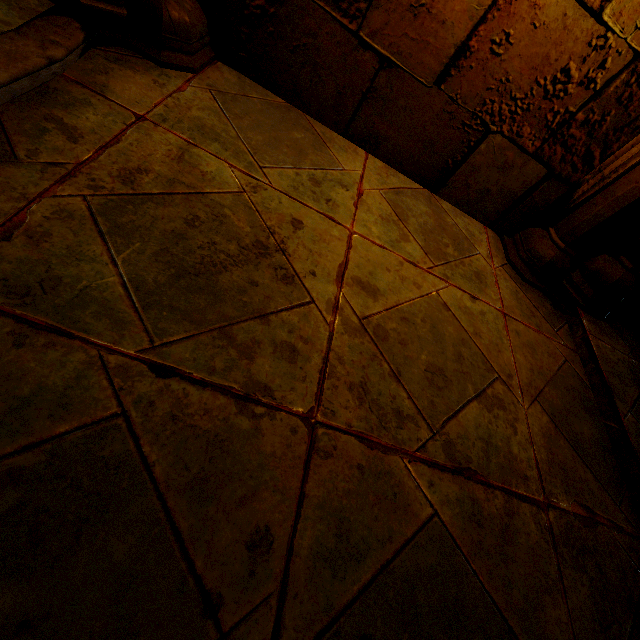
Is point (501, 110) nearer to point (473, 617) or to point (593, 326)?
point (593, 326)
